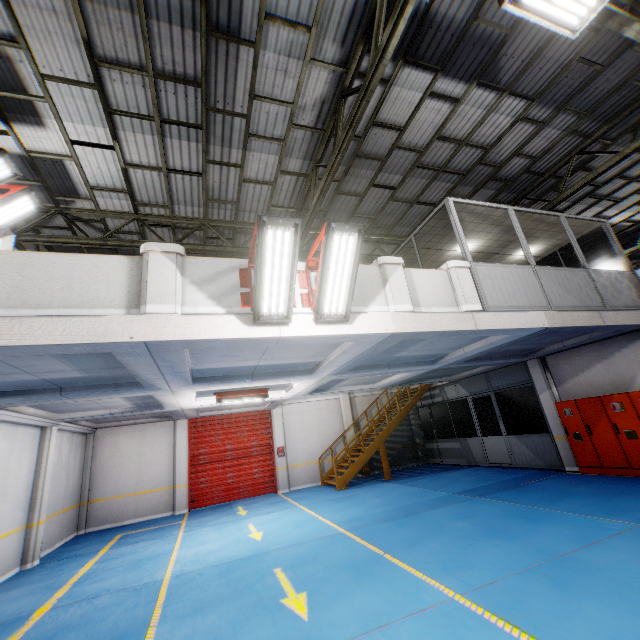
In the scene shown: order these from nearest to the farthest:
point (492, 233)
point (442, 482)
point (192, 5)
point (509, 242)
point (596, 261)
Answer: point (192, 5) → point (492, 233) → point (509, 242) → point (442, 482) → point (596, 261)

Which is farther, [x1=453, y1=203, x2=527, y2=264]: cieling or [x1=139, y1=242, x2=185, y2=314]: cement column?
[x1=453, y1=203, x2=527, y2=264]: cieling

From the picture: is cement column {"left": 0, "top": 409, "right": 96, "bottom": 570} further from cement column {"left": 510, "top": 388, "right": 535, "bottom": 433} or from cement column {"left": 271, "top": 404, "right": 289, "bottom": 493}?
→ cement column {"left": 510, "top": 388, "right": 535, "bottom": 433}

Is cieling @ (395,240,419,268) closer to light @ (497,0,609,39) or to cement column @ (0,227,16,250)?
light @ (497,0,609,39)

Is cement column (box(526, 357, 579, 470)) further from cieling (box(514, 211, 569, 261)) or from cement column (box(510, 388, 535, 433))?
cement column (box(510, 388, 535, 433))

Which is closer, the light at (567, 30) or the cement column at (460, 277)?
the light at (567, 30)

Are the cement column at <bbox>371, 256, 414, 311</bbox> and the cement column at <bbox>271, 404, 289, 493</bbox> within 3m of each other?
no

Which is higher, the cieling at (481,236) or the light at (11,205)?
the light at (11,205)
